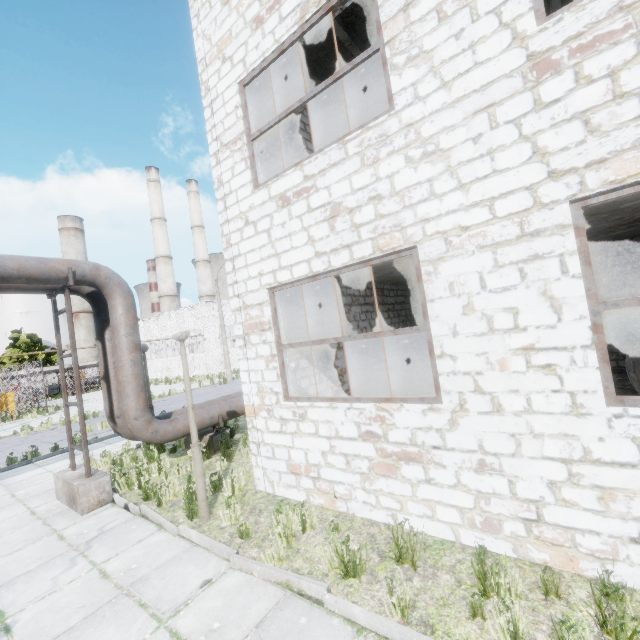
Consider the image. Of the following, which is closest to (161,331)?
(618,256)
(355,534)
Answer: (355,534)

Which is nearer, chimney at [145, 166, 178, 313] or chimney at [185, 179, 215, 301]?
chimney at [145, 166, 178, 313]

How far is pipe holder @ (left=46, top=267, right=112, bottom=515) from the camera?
6.6 meters

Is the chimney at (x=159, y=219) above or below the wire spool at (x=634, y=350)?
above

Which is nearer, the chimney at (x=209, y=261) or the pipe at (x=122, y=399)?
the pipe at (x=122, y=399)

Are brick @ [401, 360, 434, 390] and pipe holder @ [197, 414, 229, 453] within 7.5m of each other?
yes

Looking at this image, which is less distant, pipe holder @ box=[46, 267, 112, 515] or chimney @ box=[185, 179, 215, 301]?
pipe holder @ box=[46, 267, 112, 515]

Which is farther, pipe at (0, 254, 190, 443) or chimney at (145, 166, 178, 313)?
chimney at (145, 166, 178, 313)
